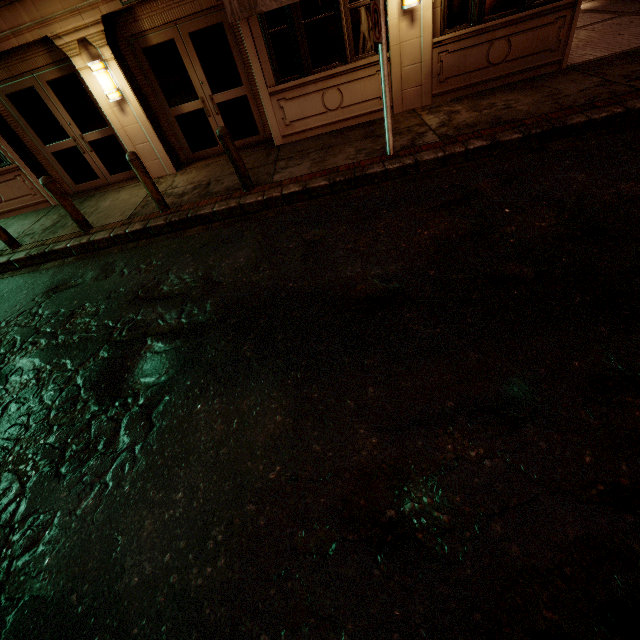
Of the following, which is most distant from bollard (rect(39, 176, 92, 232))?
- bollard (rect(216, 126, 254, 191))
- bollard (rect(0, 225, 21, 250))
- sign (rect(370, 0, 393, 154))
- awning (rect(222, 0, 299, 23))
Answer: sign (rect(370, 0, 393, 154))

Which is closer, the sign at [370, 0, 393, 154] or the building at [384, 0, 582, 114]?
the sign at [370, 0, 393, 154]

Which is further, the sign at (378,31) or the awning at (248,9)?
the awning at (248,9)

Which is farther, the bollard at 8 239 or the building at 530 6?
the bollard at 8 239

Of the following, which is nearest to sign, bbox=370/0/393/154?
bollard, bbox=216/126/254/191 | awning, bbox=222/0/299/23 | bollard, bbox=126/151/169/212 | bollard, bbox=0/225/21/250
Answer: awning, bbox=222/0/299/23

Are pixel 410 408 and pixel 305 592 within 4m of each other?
yes

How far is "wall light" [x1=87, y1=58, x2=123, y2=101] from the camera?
7.20m

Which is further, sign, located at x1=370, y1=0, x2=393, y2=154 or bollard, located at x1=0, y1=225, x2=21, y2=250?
bollard, located at x1=0, y1=225, x2=21, y2=250
